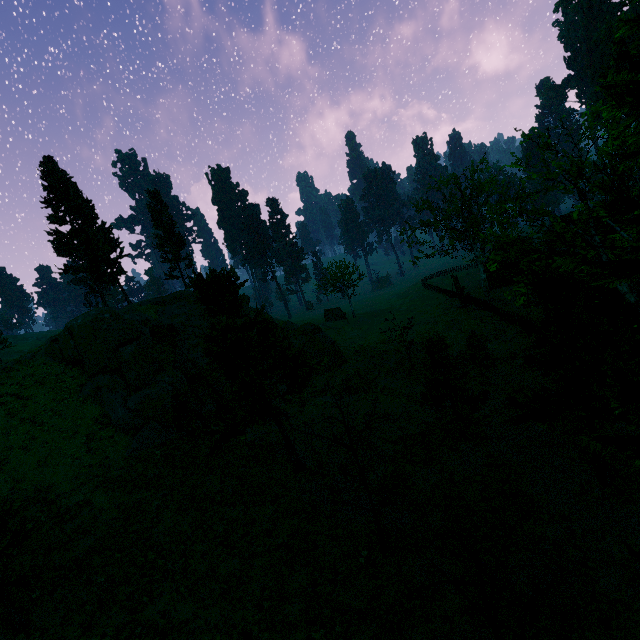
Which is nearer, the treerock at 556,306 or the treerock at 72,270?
the treerock at 556,306

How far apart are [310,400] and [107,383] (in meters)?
15.29

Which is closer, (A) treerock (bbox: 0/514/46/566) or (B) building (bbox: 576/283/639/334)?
(A) treerock (bbox: 0/514/46/566)

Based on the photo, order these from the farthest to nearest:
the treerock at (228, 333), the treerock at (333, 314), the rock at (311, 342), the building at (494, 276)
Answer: the treerock at (333, 314) → the building at (494, 276) → the rock at (311, 342) → the treerock at (228, 333)

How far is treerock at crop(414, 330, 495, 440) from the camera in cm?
1647

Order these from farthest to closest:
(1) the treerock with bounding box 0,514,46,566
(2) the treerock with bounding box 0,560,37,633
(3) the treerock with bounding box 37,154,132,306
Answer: (3) the treerock with bounding box 37,154,132,306 < (1) the treerock with bounding box 0,514,46,566 < (2) the treerock with bounding box 0,560,37,633

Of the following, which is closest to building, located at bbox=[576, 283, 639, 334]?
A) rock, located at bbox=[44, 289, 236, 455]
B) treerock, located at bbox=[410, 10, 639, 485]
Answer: treerock, located at bbox=[410, 10, 639, 485]
